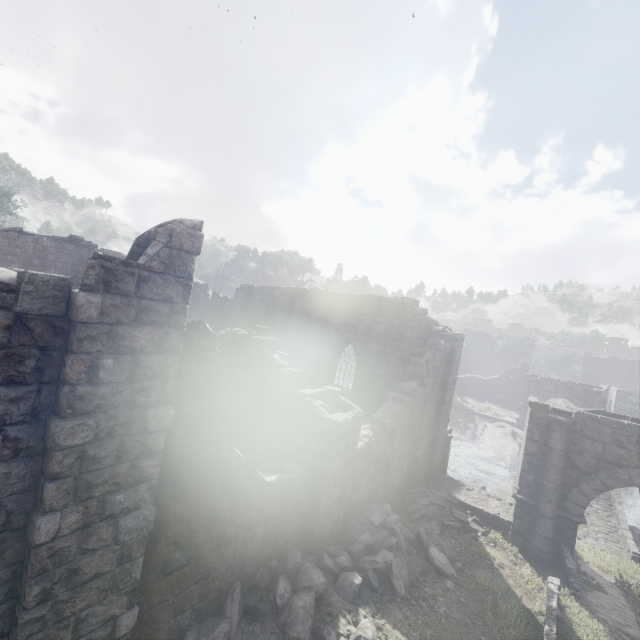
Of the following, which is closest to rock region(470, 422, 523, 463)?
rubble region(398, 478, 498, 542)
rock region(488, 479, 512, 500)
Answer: rock region(488, 479, 512, 500)

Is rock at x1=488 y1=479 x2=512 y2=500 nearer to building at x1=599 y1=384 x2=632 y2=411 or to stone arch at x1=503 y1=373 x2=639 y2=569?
stone arch at x1=503 y1=373 x2=639 y2=569

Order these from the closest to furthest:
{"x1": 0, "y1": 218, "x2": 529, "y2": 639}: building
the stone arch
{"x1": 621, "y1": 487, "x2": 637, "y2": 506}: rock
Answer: {"x1": 0, "y1": 218, "x2": 529, "y2": 639}: building < the stone arch < {"x1": 621, "y1": 487, "x2": 637, "y2": 506}: rock

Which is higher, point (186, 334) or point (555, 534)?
point (186, 334)

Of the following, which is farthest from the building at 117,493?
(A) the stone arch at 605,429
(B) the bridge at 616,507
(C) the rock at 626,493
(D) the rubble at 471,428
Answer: (C) the rock at 626,493

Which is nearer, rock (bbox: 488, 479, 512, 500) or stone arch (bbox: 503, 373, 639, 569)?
stone arch (bbox: 503, 373, 639, 569)

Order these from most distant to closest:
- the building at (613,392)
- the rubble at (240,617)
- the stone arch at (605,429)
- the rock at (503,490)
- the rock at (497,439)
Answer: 1. the building at (613,392)
2. the rock at (497,439)
3. the rock at (503,490)
4. the stone arch at (605,429)
5. the rubble at (240,617)

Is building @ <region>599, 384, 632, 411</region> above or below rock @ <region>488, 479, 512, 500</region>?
above
